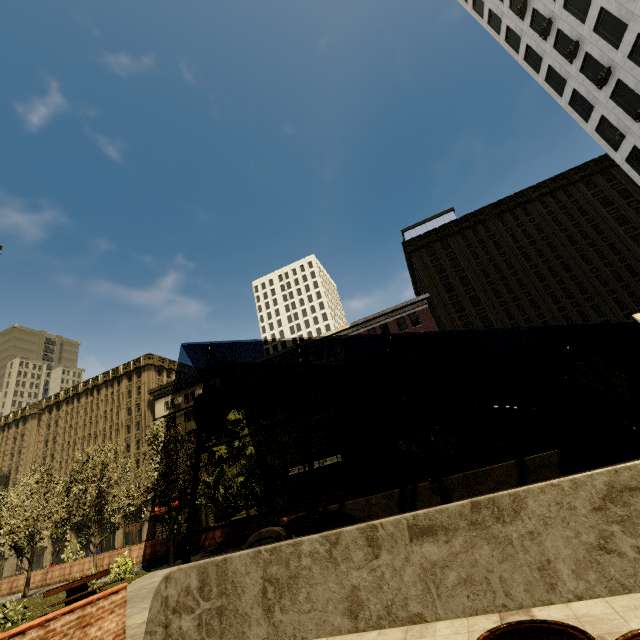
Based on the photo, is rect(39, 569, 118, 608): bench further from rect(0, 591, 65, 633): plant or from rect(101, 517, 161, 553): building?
rect(101, 517, 161, 553): building

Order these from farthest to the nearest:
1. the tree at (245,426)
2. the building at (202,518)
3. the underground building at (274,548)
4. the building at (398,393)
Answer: the building at (202,518), the building at (398,393), the tree at (245,426), the underground building at (274,548)

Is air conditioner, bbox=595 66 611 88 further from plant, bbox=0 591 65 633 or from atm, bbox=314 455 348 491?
plant, bbox=0 591 65 633

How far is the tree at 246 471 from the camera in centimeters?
1186cm

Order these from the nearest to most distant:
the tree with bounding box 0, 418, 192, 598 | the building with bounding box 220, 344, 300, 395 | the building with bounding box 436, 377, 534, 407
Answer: the tree with bounding box 0, 418, 192, 598 → the building with bounding box 436, 377, 534, 407 → the building with bounding box 220, 344, 300, 395

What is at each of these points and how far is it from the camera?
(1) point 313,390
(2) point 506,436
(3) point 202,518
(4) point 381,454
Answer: (1) building, 43.22m
(2) building, 33.84m
(3) building, 41.81m
(4) building, 37.69m

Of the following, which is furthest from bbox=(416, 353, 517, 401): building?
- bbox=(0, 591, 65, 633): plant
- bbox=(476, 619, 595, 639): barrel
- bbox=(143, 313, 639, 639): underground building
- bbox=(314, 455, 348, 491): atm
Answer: bbox=(476, 619, 595, 639): barrel

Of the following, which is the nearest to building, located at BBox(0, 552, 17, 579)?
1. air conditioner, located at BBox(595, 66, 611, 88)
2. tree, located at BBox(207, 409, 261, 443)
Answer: tree, located at BBox(207, 409, 261, 443)
